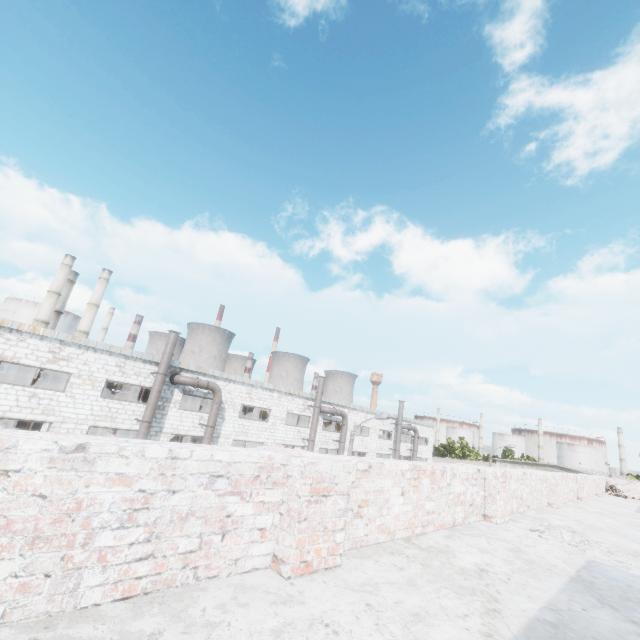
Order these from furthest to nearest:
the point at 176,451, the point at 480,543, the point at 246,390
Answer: the point at 246,390 < the point at 480,543 < the point at 176,451

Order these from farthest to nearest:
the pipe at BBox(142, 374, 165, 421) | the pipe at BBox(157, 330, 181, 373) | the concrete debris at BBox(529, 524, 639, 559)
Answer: the pipe at BBox(157, 330, 181, 373) < the pipe at BBox(142, 374, 165, 421) < the concrete debris at BBox(529, 524, 639, 559)

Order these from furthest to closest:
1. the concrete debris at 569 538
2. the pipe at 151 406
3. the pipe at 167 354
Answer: the pipe at 167 354 → the pipe at 151 406 → the concrete debris at 569 538

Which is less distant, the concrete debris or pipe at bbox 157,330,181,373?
the concrete debris

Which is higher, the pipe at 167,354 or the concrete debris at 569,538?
the pipe at 167,354

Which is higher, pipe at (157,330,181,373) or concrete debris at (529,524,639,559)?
pipe at (157,330,181,373)

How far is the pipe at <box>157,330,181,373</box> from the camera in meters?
19.2 m
